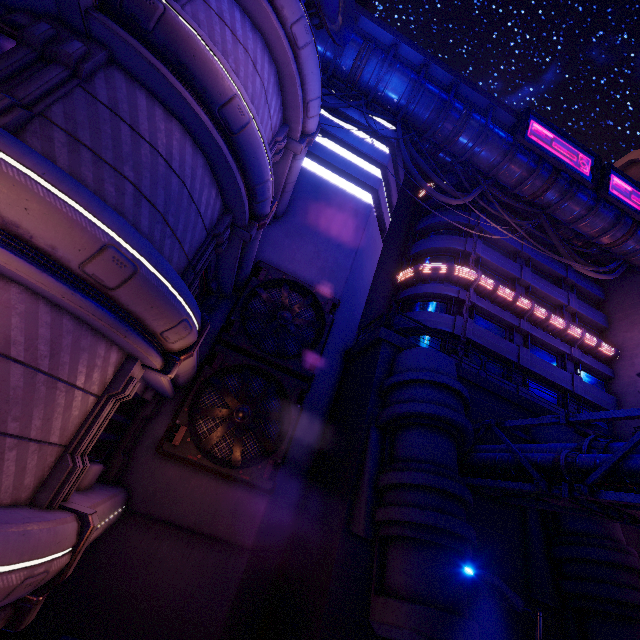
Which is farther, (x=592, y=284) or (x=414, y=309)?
(x=592, y=284)

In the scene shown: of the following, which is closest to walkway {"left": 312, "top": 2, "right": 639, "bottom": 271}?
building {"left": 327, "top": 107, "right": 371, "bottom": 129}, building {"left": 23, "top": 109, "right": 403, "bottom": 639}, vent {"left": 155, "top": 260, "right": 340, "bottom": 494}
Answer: building {"left": 327, "top": 107, "right": 371, "bottom": 129}

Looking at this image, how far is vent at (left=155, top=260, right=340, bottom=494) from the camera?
11.1 meters

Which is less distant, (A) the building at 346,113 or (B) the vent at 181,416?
(B) the vent at 181,416

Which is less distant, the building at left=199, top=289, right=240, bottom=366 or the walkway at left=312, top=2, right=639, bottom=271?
the building at left=199, top=289, right=240, bottom=366

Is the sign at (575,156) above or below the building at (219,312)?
above

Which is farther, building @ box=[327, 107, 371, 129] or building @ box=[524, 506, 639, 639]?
building @ box=[327, 107, 371, 129]

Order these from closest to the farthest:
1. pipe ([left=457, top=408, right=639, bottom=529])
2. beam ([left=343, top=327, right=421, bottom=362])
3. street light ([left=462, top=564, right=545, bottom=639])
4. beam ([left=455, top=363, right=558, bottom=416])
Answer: street light ([left=462, top=564, right=545, bottom=639]) < pipe ([left=457, top=408, right=639, bottom=529]) < beam ([left=343, top=327, right=421, bottom=362]) < beam ([left=455, top=363, right=558, bottom=416])
